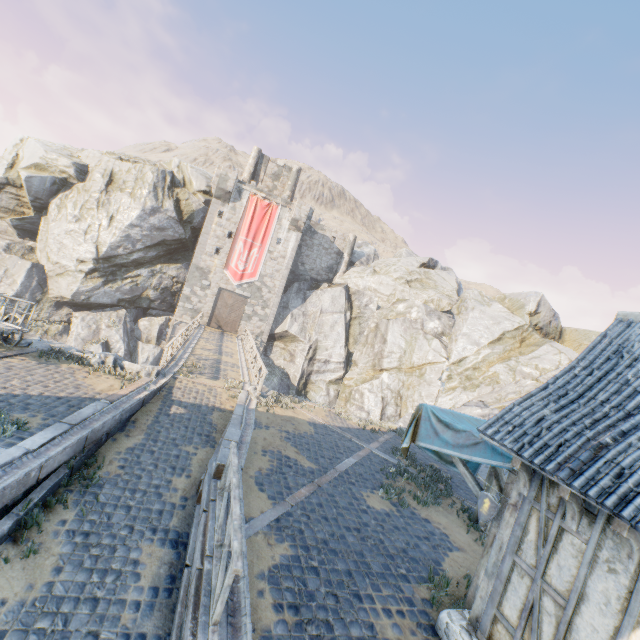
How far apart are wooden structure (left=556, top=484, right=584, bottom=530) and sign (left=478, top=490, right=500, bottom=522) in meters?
1.0 m

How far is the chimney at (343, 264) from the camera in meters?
36.8

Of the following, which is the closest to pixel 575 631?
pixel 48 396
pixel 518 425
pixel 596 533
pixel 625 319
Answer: pixel 596 533

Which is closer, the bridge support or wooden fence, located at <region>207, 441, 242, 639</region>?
wooden fence, located at <region>207, 441, 242, 639</region>

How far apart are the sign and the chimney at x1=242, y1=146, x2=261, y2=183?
35.63m

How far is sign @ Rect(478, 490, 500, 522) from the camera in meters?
5.8 m

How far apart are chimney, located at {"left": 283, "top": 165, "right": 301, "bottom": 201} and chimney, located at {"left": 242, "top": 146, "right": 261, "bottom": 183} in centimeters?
319cm

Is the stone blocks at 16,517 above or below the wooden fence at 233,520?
below
